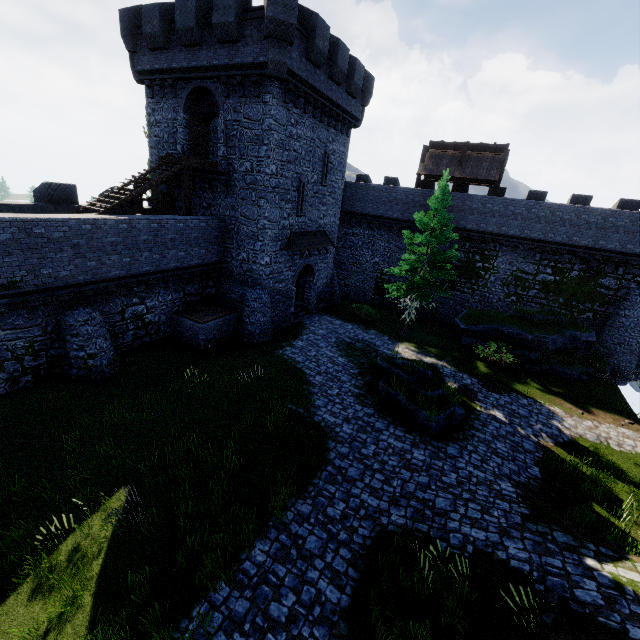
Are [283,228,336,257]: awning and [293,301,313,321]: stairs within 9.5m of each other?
yes

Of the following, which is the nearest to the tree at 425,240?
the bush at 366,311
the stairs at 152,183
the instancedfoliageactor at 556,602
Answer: the bush at 366,311

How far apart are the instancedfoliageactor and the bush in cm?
1877

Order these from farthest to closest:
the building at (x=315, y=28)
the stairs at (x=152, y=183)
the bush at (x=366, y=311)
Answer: the bush at (x=366, y=311) < the building at (x=315, y=28) < the stairs at (x=152, y=183)

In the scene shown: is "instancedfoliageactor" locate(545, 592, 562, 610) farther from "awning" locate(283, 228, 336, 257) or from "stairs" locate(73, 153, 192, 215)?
"stairs" locate(73, 153, 192, 215)

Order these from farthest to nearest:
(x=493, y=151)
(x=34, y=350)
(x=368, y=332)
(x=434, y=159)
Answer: (x=434, y=159) → (x=493, y=151) → (x=368, y=332) → (x=34, y=350)

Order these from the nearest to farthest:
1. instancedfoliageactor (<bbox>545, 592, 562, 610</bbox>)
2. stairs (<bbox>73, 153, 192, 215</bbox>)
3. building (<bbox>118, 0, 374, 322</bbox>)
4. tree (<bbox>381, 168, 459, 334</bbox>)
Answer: instancedfoliageactor (<bbox>545, 592, 562, 610</bbox>)
stairs (<bbox>73, 153, 192, 215</bbox>)
building (<bbox>118, 0, 374, 322</bbox>)
tree (<bbox>381, 168, 459, 334</bbox>)

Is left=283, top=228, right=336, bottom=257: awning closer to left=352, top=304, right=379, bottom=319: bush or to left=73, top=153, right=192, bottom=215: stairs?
left=352, top=304, right=379, bottom=319: bush
